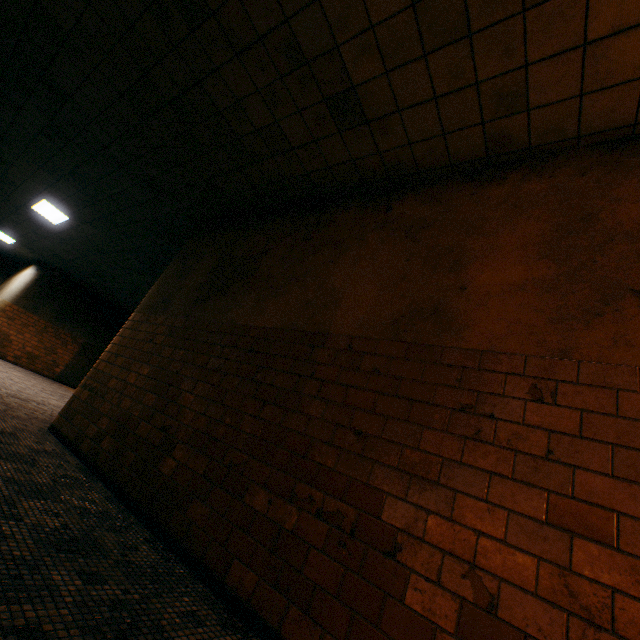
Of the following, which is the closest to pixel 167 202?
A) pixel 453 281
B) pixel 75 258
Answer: pixel 453 281

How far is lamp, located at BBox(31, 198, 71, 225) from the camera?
8.05m

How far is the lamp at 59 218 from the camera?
8.0 meters
